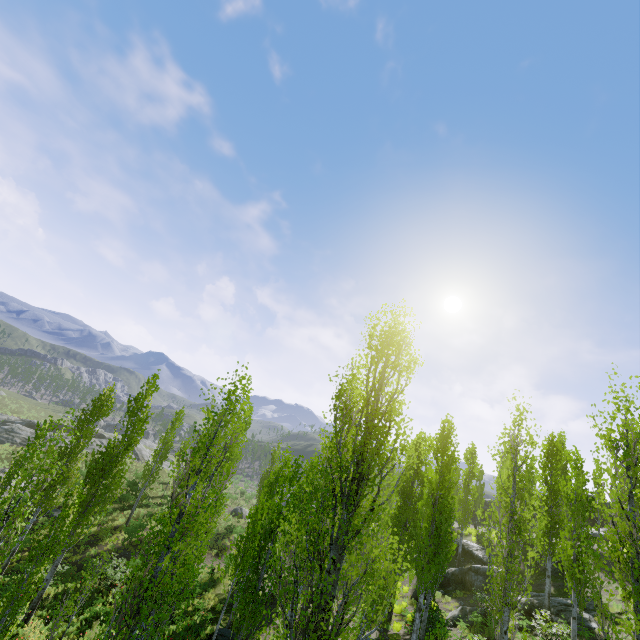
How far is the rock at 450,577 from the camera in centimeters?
2439cm

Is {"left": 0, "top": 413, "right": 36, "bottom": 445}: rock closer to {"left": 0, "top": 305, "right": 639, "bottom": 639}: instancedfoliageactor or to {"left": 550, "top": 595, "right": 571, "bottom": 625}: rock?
{"left": 0, "top": 305, "right": 639, "bottom": 639}: instancedfoliageactor

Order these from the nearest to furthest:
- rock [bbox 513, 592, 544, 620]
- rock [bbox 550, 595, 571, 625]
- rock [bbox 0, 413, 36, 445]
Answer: rock [bbox 550, 595, 571, 625], rock [bbox 513, 592, 544, 620], rock [bbox 0, 413, 36, 445]

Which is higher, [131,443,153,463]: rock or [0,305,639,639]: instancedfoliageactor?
[0,305,639,639]: instancedfoliageactor

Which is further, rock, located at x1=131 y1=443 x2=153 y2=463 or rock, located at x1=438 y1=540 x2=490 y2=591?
rock, located at x1=131 y1=443 x2=153 y2=463

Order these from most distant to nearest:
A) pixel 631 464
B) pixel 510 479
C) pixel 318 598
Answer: pixel 510 479
pixel 631 464
pixel 318 598

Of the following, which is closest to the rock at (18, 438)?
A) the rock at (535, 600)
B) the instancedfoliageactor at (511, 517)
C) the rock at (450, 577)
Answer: the instancedfoliageactor at (511, 517)

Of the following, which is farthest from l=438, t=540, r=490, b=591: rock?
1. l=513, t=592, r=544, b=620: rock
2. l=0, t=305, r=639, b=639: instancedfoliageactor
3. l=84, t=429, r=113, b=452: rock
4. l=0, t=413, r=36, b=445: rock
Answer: l=0, t=413, r=36, b=445: rock
